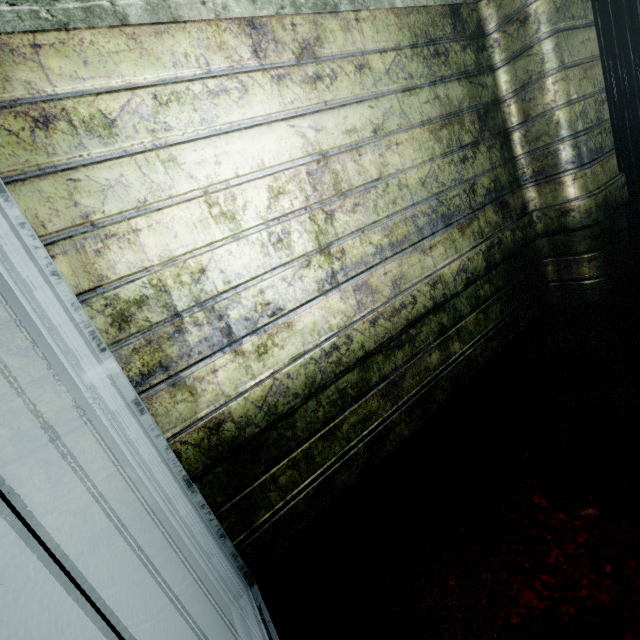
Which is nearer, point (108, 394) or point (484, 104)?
point (108, 394)
